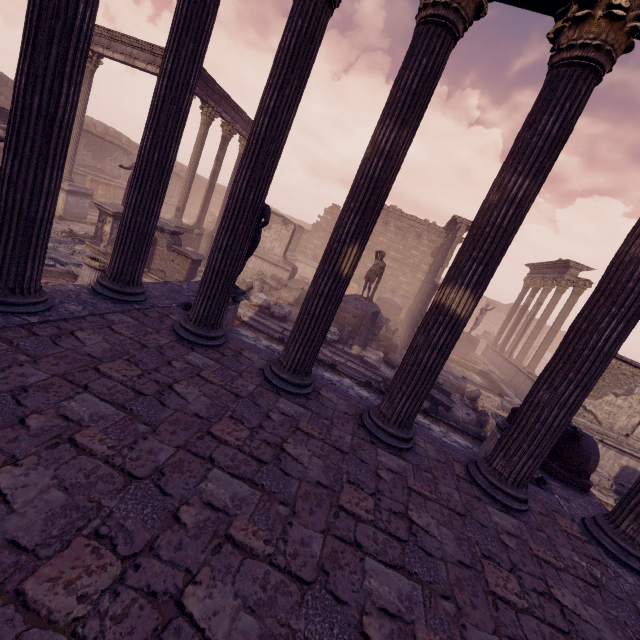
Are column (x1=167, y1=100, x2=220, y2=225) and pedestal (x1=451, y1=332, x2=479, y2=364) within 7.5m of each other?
no

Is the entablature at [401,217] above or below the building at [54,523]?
above

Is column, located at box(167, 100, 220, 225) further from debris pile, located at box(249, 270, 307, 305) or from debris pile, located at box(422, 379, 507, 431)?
debris pile, located at box(422, 379, 507, 431)

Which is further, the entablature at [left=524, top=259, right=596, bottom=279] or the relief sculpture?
the entablature at [left=524, top=259, right=596, bottom=279]

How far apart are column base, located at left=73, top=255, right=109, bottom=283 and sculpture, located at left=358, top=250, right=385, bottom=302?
9.2 meters

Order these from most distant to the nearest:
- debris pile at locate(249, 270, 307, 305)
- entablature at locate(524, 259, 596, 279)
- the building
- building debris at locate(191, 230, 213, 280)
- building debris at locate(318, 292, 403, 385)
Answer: entablature at locate(524, 259, 596, 279) < debris pile at locate(249, 270, 307, 305) < building debris at locate(191, 230, 213, 280) < building debris at locate(318, 292, 403, 385) < the building

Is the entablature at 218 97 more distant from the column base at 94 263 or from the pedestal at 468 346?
the pedestal at 468 346

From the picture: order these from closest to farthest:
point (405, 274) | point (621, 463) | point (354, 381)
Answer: point (621, 463) → point (354, 381) → point (405, 274)
